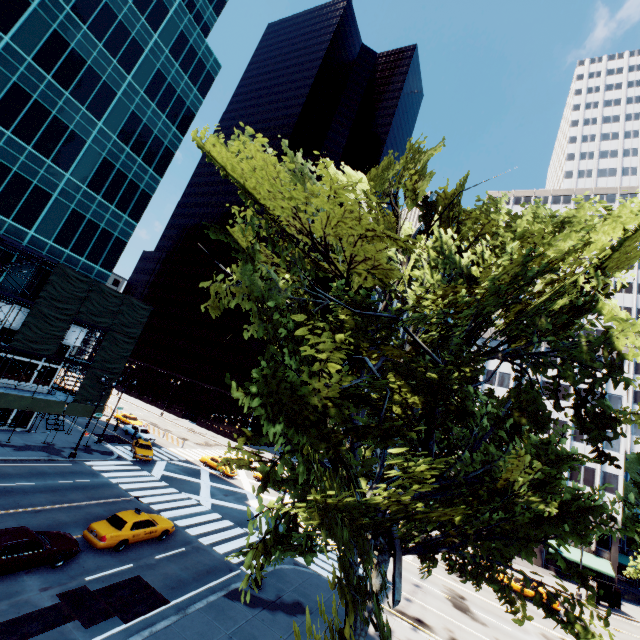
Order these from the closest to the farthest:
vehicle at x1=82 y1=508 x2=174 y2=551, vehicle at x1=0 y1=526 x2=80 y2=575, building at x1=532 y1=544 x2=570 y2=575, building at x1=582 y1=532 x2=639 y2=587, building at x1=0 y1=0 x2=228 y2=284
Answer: vehicle at x1=0 y1=526 x2=80 y2=575 < vehicle at x1=82 y1=508 x2=174 y2=551 < building at x1=0 y1=0 x2=228 y2=284 < building at x1=582 y1=532 x2=639 y2=587 < building at x1=532 y1=544 x2=570 y2=575

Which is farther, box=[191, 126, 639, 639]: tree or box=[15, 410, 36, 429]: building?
box=[15, 410, 36, 429]: building

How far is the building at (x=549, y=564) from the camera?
42.5m

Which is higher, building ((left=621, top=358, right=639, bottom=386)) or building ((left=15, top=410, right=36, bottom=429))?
building ((left=621, top=358, right=639, bottom=386))

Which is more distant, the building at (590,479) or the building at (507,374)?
the building at (507,374)

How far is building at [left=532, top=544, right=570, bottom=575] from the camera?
42.47m

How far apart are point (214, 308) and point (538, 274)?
10.1m

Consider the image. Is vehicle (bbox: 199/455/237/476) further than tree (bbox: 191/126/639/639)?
Yes
